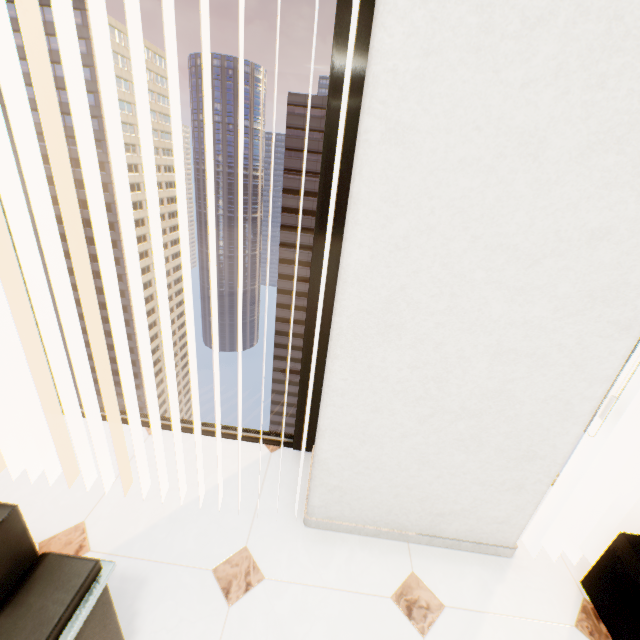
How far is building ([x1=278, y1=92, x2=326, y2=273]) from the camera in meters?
49.2

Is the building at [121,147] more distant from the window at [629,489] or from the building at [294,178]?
the window at [629,489]

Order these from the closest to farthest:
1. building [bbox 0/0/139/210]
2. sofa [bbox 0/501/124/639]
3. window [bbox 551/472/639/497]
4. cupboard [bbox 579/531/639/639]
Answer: sofa [bbox 0/501/124/639], cupboard [bbox 579/531/639/639], window [bbox 551/472/639/497], building [bbox 0/0/139/210]

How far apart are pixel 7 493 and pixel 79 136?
74.41m

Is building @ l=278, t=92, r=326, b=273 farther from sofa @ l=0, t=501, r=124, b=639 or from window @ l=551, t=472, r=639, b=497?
sofa @ l=0, t=501, r=124, b=639

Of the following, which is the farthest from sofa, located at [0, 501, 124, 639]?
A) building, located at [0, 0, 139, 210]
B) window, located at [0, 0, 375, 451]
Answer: building, located at [0, 0, 139, 210]

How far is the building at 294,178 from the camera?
49.2m

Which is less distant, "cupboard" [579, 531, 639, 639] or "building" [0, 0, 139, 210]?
"cupboard" [579, 531, 639, 639]
